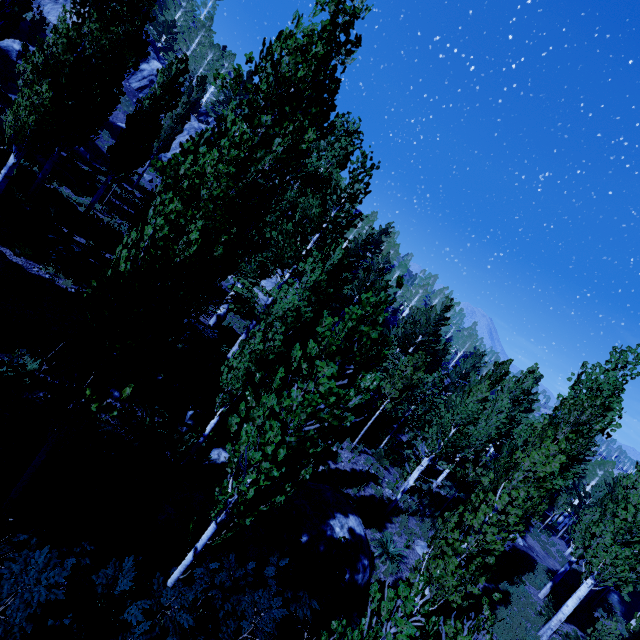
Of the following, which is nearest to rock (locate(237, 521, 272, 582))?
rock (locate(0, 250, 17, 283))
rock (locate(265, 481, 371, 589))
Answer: rock (locate(265, 481, 371, 589))

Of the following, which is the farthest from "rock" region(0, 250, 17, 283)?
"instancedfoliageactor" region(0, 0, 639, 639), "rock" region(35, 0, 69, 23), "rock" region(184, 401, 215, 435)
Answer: "rock" region(35, 0, 69, 23)

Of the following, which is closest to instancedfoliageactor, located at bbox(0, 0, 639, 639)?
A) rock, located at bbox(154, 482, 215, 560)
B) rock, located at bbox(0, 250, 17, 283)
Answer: rock, located at bbox(0, 250, 17, 283)

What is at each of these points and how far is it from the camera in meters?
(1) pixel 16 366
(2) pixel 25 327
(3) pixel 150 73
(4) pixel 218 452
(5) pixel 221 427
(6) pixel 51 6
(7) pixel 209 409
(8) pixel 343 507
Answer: (1) instancedfoliageactor, 5.7 m
(2) instancedfoliageactor, 8.4 m
(3) rock, 36.8 m
(4) rock, 11.0 m
(5) rock, 11.8 m
(6) rock, 36.2 m
(7) rock, 11.6 m
(8) rock, 11.6 m

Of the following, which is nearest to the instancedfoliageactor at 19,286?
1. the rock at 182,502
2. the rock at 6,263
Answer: the rock at 6,263

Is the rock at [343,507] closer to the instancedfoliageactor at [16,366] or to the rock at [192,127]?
the instancedfoliageactor at [16,366]

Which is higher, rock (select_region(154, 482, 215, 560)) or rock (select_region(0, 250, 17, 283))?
rock (select_region(0, 250, 17, 283))

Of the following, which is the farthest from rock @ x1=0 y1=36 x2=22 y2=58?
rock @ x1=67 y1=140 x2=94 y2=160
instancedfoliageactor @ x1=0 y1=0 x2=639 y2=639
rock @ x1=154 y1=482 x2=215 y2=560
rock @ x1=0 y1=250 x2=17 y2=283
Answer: rock @ x1=154 y1=482 x2=215 y2=560
